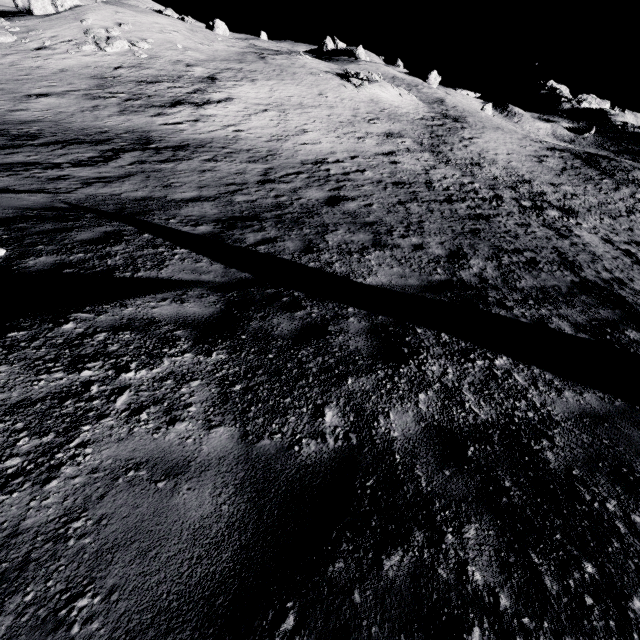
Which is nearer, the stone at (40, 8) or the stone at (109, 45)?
the stone at (109, 45)

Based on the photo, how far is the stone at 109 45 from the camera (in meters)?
24.75

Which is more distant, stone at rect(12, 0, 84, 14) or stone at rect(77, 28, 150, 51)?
stone at rect(12, 0, 84, 14)

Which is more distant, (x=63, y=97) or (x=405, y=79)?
(x=405, y=79)

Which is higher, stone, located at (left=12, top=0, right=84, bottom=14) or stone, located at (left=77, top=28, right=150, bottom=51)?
stone, located at (left=12, top=0, right=84, bottom=14)

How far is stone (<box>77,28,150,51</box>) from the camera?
24.8 meters
